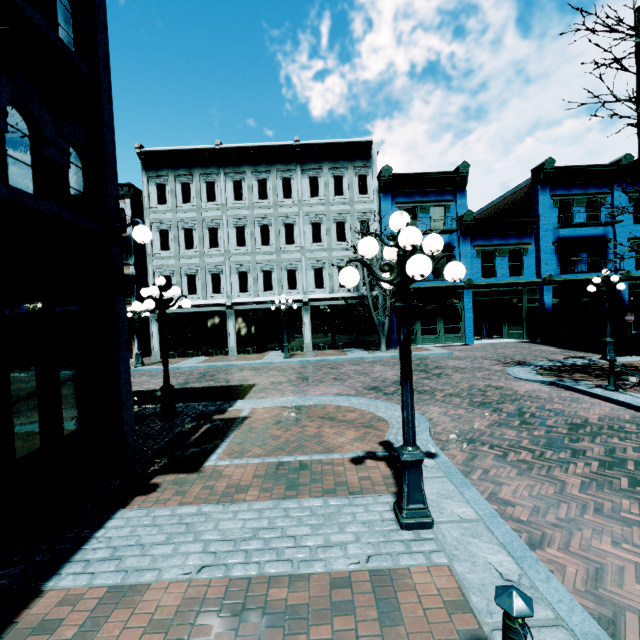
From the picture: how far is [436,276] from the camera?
21.0m

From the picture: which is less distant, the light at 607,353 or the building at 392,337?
the light at 607,353

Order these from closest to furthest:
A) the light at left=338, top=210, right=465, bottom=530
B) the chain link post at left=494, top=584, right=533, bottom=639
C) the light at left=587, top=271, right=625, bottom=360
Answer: the chain link post at left=494, top=584, right=533, bottom=639
the light at left=338, top=210, right=465, bottom=530
the light at left=587, top=271, right=625, bottom=360

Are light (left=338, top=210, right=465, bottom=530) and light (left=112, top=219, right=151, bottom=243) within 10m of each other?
yes

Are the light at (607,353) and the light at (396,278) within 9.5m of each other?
no

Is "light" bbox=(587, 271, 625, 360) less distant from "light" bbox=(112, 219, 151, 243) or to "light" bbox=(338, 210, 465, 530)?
"light" bbox=(338, 210, 465, 530)

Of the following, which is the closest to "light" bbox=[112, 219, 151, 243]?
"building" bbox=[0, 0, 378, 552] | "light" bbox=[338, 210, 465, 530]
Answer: "light" bbox=[338, 210, 465, 530]

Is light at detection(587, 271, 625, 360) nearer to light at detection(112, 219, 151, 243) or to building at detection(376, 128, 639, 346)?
building at detection(376, 128, 639, 346)
